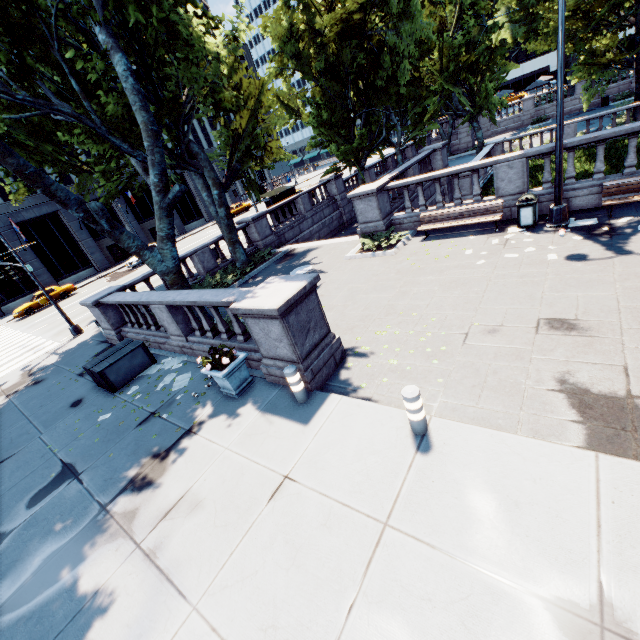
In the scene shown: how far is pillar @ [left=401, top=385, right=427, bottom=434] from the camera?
4.7 meters

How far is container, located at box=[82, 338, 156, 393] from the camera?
9.62m

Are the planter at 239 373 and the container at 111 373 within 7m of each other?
yes

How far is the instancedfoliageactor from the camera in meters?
8.8 m

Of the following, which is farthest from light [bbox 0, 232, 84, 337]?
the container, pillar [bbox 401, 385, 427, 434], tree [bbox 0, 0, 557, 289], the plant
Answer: the plant

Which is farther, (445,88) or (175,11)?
(445,88)

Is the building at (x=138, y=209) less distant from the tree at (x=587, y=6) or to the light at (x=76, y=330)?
the light at (x=76, y=330)

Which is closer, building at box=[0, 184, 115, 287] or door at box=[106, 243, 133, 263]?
building at box=[0, 184, 115, 287]
